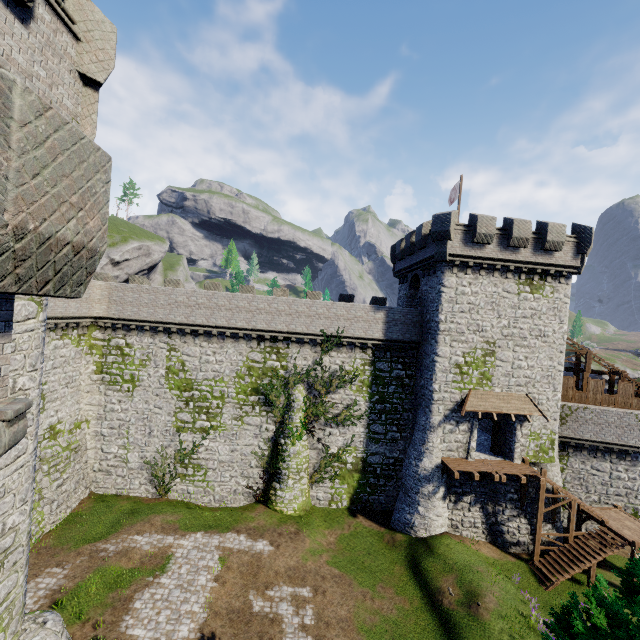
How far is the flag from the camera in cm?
2459

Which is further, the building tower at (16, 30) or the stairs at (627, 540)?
the stairs at (627, 540)

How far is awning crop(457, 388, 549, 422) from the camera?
Result: 22.2m

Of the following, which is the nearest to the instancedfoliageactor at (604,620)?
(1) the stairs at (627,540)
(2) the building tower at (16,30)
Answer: (2) the building tower at (16,30)

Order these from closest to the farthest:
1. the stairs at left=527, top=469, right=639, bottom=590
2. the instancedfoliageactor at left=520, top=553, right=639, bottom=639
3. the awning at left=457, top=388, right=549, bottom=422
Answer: the instancedfoliageactor at left=520, top=553, right=639, bottom=639 → the stairs at left=527, top=469, right=639, bottom=590 → the awning at left=457, top=388, right=549, bottom=422

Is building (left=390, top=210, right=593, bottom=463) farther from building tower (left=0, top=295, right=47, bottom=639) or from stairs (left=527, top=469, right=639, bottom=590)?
building tower (left=0, top=295, right=47, bottom=639)

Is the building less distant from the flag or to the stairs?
the stairs

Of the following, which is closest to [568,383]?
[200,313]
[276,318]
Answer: [276,318]
